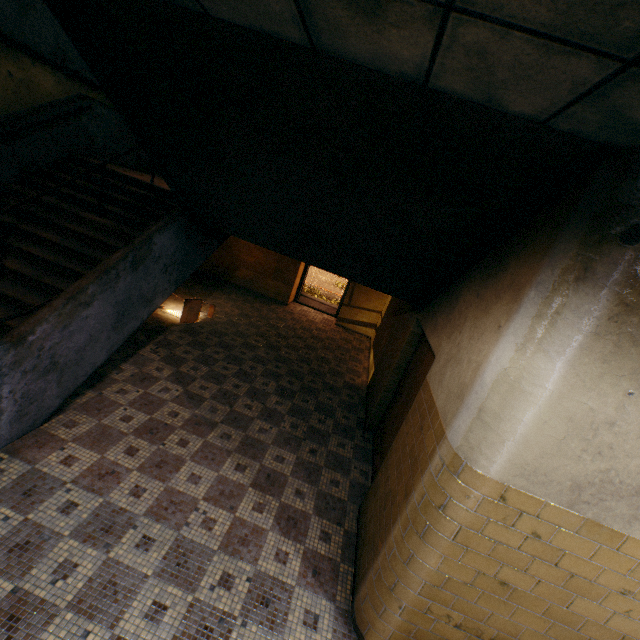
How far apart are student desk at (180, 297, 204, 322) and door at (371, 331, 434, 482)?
4.5m

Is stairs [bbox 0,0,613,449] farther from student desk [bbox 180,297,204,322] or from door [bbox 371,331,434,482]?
student desk [bbox 180,297,204,322]

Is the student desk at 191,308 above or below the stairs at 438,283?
below

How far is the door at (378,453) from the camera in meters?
4.2

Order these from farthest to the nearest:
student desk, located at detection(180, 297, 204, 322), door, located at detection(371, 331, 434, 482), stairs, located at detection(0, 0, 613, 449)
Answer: student desk, located at detection(180, 297, 204, 322)
door, located at detection(371, 331, 434, 482)
stairs, located at detection(0, 0, 613, 449)

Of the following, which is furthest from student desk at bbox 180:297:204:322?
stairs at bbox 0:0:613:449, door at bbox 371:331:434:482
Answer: door at bbox 371:331:434:482

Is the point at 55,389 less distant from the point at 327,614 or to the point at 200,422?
the point at 200,422

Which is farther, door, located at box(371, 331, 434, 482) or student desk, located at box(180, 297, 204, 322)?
student desk, located at box(180, 297, 204, 322)
